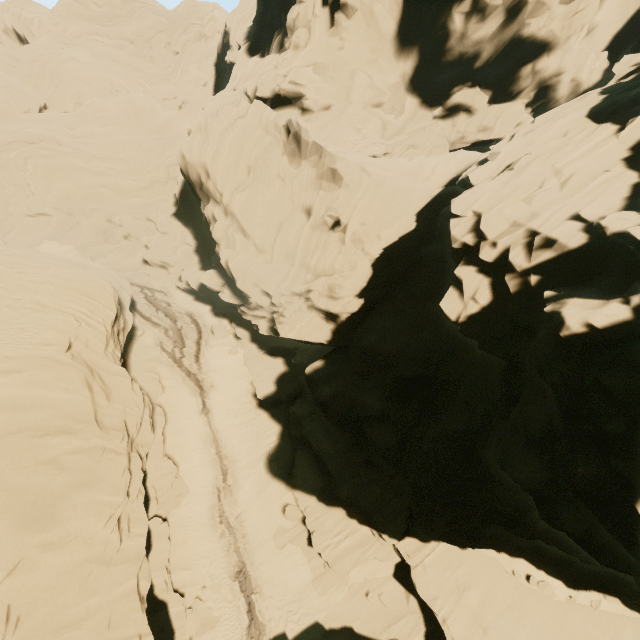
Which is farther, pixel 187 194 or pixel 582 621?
pixel 187 194
